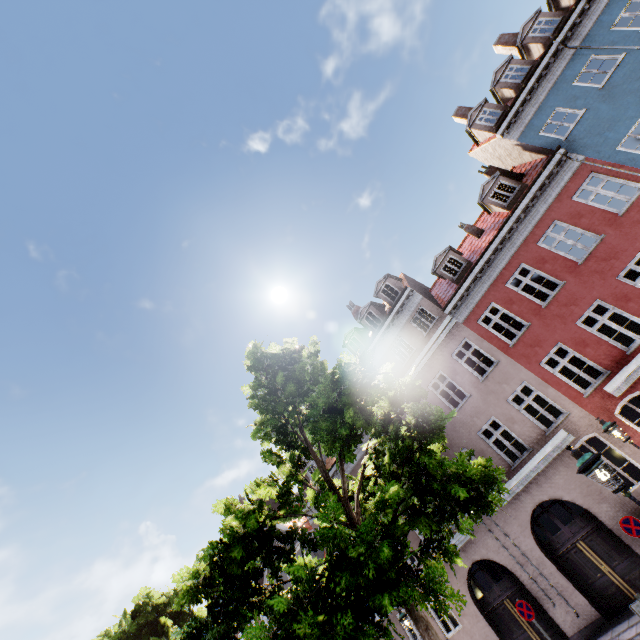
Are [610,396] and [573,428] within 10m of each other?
yes

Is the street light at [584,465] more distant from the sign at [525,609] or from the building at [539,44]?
the sign at [525,609]

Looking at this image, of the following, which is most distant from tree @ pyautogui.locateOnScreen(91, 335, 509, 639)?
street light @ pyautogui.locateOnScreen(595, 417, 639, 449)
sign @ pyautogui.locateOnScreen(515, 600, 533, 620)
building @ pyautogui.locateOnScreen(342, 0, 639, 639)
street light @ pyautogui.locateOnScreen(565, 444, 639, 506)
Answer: sign @ pyautogui.locateOnScreen(515, 600, 533, 620)

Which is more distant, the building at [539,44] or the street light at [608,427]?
the building at [539,44]

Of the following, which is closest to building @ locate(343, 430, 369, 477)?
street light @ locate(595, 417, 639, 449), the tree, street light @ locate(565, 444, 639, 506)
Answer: street light @ locate(595, 417, 639, 449)

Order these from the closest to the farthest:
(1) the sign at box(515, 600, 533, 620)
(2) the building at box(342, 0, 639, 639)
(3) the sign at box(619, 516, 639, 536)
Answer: (3) the sign at box(619, 516, 639, 536), (1) the sign at box(515, 600, 533, 620), (2) the building at box(342, 0, 639, 639)

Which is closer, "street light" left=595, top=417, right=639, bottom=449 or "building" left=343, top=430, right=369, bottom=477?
"street light" left=595, top=417, right=639, bottom=449

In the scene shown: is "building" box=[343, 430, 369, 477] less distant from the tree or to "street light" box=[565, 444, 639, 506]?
the tree
